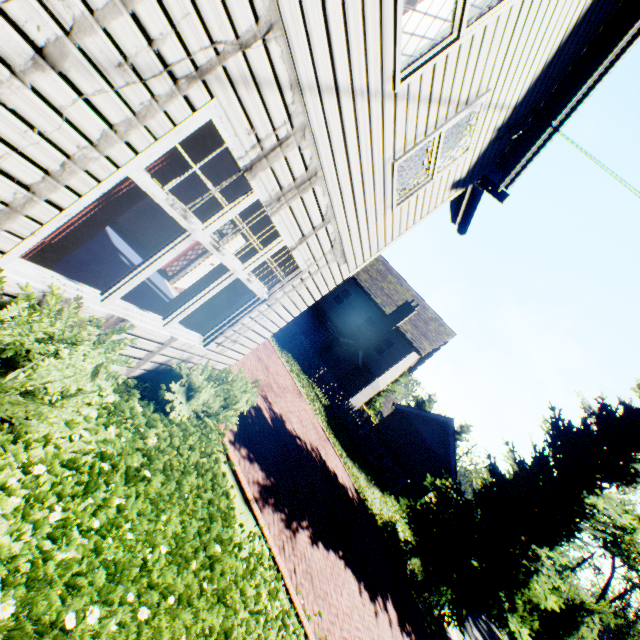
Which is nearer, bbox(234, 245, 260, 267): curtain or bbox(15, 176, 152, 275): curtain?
bbox(15, 176, 152, 275): curtain

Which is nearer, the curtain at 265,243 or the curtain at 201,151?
the curtain at 201,151

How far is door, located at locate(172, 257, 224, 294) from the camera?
8.19m

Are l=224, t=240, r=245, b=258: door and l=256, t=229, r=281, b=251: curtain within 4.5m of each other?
yes

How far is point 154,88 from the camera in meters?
2.0

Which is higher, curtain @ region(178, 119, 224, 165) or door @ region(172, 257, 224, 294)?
curtain @ region(178, 119, 224, 165)

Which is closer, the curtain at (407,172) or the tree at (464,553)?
the curtain at (407,172)

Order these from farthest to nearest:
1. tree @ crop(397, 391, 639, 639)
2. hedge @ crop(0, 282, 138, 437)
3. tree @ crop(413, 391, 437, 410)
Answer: tree @ crop(413, 391, 437, 410)
tree @ crop(397, 391, 639, 639)
hedge @ crop(0, 282, 138, 437)
